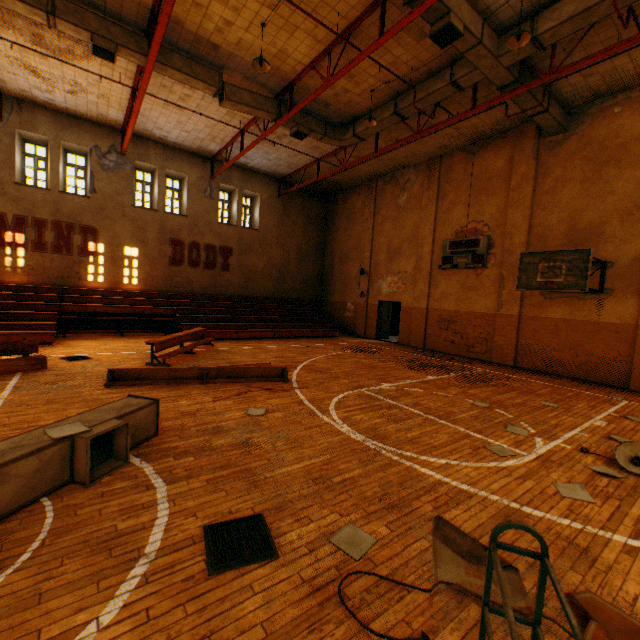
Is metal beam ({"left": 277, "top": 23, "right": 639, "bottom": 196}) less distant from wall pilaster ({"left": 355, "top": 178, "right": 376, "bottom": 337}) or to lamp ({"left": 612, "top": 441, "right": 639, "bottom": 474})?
wall pilaster ({"left": 355, "top": 178, "right": 376, "bottom": 337})

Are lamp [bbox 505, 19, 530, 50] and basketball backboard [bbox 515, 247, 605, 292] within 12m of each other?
yes

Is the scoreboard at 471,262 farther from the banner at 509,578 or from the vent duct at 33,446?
the vent duct at 33,446

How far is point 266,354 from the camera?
11.5m

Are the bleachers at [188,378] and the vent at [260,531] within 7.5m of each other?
yes

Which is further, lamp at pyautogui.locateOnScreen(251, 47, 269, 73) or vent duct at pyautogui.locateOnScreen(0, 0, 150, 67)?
lamp at pyautogui.locateOnScreen(251, 47, 269, 73)

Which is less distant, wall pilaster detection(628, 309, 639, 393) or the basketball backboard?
the basketball backboard

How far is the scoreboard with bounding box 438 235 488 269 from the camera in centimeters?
1297cm
